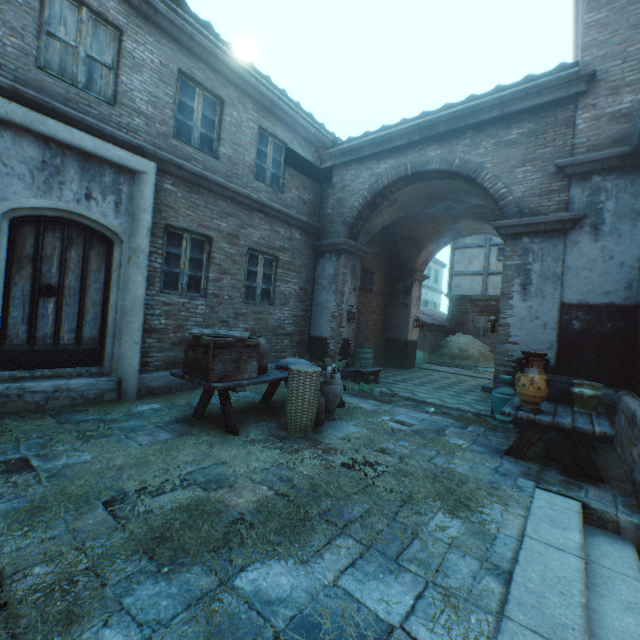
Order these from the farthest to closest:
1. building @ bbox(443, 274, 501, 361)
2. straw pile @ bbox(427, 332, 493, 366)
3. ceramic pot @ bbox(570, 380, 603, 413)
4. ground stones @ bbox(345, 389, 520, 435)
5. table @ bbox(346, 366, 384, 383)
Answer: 1. building @ bbox(443, 274, 501, 361)
2. straw pile @ bbox(427, 332, 493, 366)
3. table @ bbox(346, 366, 384, 383)
4. ground stones @ bbox(345, 389, 520, 435)
5. ceramic pot @ bbox(570, 380, 603, 413)

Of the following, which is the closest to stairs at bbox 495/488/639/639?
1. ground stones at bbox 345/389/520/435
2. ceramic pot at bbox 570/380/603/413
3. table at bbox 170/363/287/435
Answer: ceramic pot at bbox 570/380/603/413

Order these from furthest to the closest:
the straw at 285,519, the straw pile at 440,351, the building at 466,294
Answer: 1. the building at 466,294
2. the straw pile at 440,351
3. the straw at 285,519

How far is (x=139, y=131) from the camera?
5.68m

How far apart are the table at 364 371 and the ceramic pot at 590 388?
4.6m

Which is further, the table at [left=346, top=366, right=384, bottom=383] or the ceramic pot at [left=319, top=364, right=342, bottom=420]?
the table at [left=346, top=366, right=384, bottom=383]

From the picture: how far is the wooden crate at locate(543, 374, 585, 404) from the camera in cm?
486

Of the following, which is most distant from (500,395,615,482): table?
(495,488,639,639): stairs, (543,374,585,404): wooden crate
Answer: (495,488,639,639): stairs
